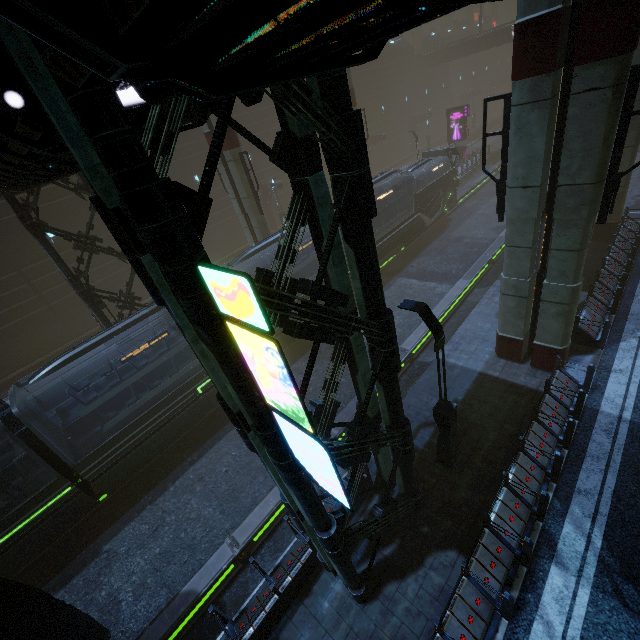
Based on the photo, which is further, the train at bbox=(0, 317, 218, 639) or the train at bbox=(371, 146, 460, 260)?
the train at bbox=(371, 146, 460, 260)

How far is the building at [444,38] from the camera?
49.7 meters

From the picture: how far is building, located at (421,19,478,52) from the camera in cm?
4969

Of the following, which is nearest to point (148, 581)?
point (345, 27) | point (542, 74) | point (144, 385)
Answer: point (144, 385)

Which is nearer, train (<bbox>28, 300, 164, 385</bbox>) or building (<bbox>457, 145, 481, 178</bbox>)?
train (<bbox>28, 300, 164, 385</bbox>)

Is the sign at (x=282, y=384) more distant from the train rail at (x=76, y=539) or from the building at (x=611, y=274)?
the train rail at (x=76, y=539)

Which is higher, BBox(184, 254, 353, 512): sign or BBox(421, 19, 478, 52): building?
BBox(421, 19, 478, 52): building

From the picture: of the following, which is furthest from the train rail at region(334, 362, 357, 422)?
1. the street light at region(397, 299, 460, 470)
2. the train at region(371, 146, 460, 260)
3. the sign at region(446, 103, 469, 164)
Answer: the street light at region(397, 299, 460, 470)
